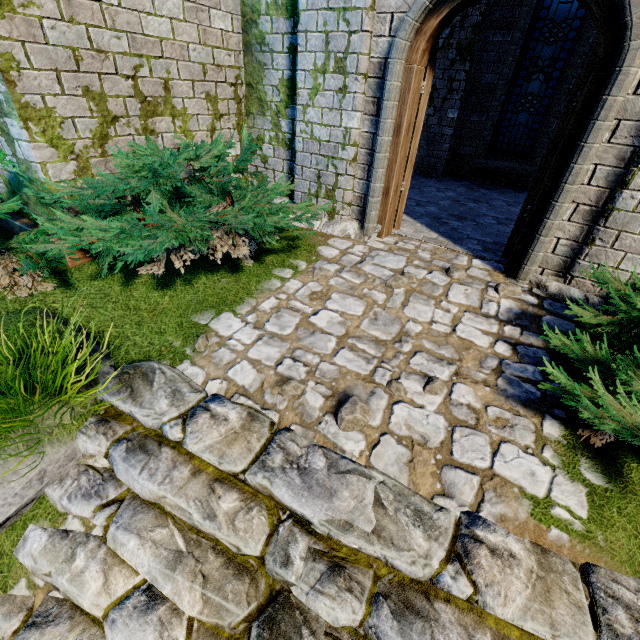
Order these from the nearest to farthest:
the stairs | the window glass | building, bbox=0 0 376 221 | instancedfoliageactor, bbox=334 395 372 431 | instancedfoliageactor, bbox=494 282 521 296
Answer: the stairs < instancedfoliageactor, bbox=334 395 372 431 < building, bbox=0 0 376 221 < instancedfoliageactor, bbox=494 282 521 296 < the window glass

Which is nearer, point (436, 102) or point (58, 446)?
point (58, 446)

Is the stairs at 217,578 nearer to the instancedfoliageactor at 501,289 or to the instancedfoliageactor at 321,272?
the instancedfoliageactor at 321,272

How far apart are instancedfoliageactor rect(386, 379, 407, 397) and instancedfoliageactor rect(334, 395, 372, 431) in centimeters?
29cm

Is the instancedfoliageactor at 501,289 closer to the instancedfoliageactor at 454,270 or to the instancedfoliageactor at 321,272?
the instancedfoliageactor at 454,270

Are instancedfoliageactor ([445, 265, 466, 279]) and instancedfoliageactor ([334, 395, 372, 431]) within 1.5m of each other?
no

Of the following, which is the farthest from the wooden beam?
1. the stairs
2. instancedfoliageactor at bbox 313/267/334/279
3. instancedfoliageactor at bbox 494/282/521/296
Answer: instancedfoliageactor at bbox 494/282/521/296

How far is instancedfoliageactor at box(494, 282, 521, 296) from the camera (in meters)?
3.61
